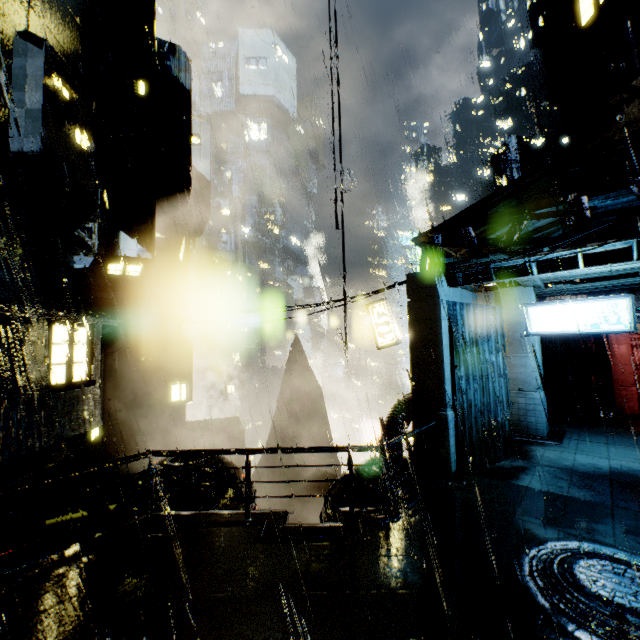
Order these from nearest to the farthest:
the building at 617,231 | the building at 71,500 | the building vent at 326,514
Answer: the building at 617,231, the building at 71,500, the building vent at 326,514

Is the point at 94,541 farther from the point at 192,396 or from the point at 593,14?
the point at 593,14

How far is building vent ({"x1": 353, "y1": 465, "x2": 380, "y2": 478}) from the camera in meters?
10.6

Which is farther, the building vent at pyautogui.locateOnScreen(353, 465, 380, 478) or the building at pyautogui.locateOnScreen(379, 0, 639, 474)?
the building vent at pyautogui.locateOnScreen(353, 465, 380, 478)

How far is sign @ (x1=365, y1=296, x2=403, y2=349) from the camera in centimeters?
1545cm

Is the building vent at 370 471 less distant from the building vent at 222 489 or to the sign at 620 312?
the building vent at 222 489

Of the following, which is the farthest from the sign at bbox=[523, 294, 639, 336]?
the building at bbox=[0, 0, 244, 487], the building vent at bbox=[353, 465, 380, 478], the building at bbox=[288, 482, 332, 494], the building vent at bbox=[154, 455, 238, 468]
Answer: the building vent at bbox=[154, 455, 238, 468]
